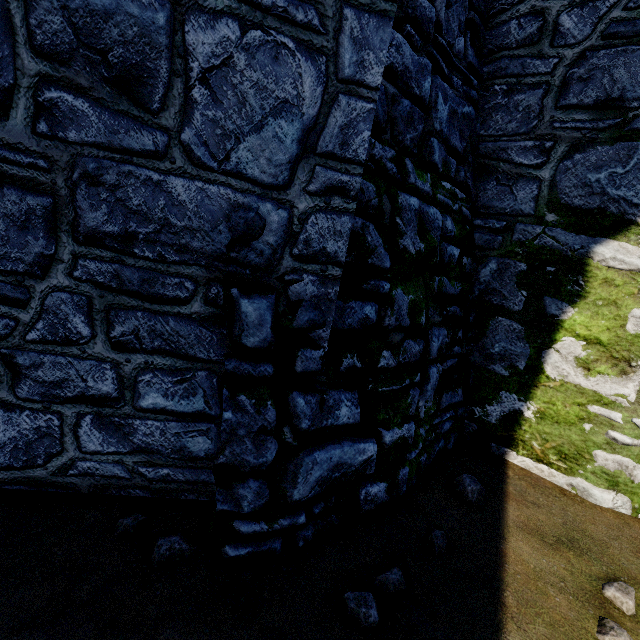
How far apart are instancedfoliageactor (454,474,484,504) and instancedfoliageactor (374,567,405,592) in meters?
1.2 m

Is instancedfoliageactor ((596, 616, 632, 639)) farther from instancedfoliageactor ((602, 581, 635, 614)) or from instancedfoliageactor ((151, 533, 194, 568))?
instancedfoliageactor ((151, 533, 194, 568))

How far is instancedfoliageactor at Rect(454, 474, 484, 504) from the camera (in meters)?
3.11

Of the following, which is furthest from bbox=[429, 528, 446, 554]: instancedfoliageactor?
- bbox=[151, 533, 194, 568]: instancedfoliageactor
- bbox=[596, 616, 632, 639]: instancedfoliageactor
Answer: bbox=[151, 533, 194, 568]: instancedfoliageactor

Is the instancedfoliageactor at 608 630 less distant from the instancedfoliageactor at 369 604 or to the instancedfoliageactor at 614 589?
the instancedfoliageactor at 614 589

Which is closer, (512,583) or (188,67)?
(188,67)

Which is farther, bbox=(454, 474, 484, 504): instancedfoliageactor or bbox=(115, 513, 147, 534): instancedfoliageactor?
bbox=(454, 474, 484, 504): instancedfoliageactor

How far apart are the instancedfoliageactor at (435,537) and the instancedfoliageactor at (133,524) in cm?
220
